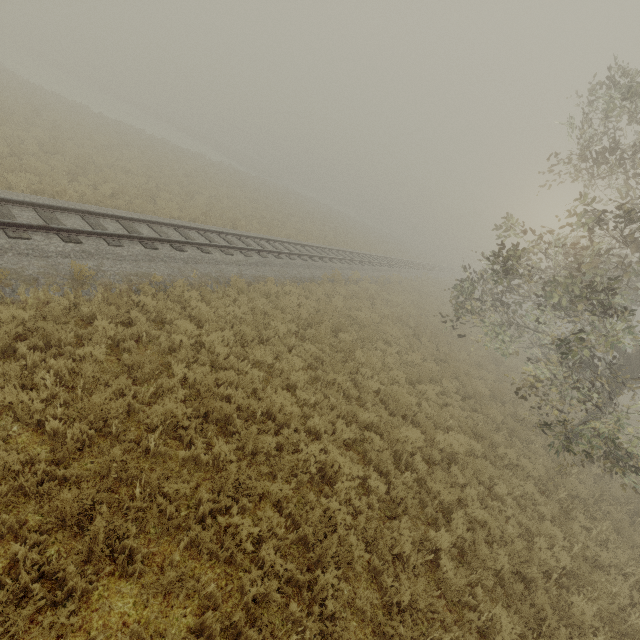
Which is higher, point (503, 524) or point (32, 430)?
point (503, 524)
